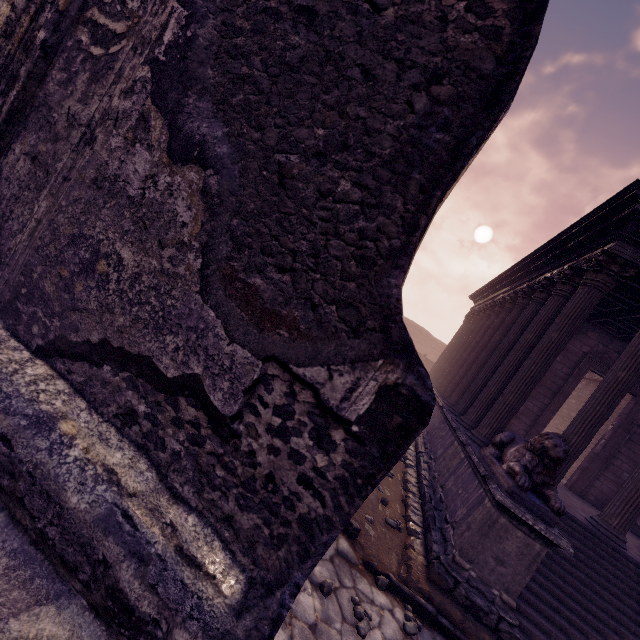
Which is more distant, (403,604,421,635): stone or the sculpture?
the sculpture

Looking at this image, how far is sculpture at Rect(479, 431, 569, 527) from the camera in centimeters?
439cm

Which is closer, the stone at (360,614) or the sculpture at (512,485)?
the stone at (360,614)

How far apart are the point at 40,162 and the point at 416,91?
1.6 meters

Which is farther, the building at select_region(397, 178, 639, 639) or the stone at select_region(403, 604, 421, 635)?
the building at select_region(397, 178, 639, 639)

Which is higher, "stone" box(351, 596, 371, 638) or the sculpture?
the sculpture

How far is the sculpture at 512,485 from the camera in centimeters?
439cm

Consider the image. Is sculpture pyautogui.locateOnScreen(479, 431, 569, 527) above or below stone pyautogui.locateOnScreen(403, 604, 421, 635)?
above
